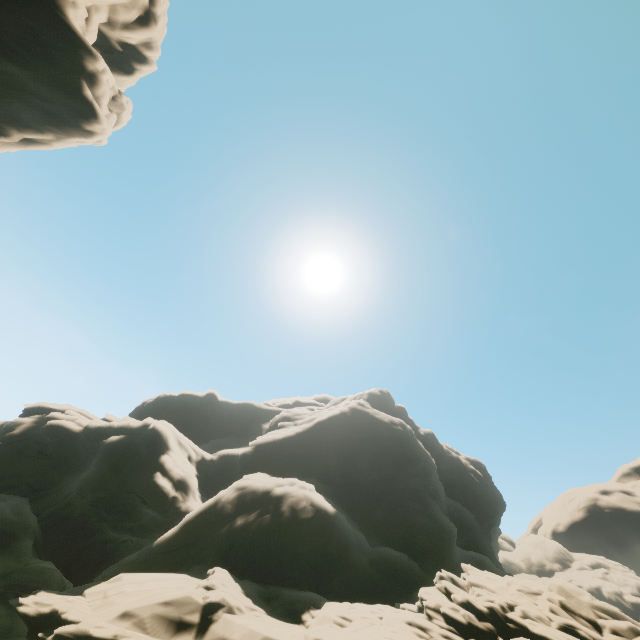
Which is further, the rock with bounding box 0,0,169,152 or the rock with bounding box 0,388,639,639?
the rock with bounding box 0,0,169,152

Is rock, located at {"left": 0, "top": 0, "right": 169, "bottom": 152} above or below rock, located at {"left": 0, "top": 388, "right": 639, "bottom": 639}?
above

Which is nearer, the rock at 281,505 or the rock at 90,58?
the rock at 281,505

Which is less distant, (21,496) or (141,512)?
(141,512)

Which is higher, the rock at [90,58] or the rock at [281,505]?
the rock at [90,58]
